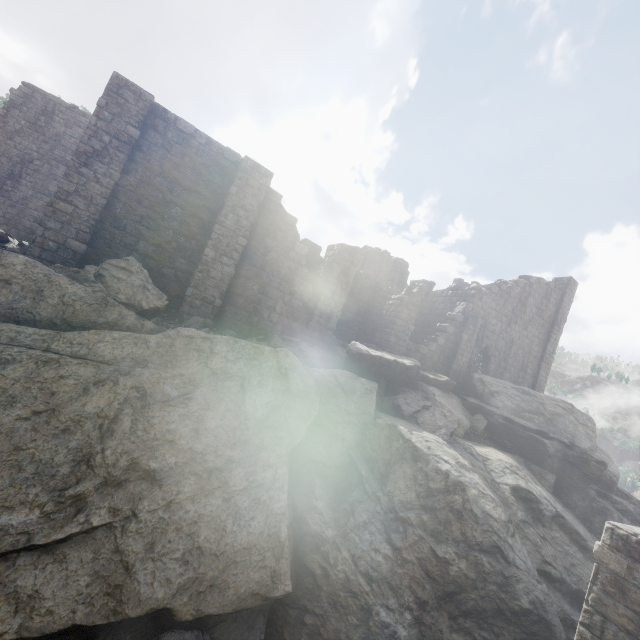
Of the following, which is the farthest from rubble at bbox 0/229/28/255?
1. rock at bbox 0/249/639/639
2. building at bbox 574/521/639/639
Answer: building at bbox 574/521/639/639

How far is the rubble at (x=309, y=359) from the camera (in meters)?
12.19

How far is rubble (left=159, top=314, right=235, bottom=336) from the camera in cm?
1098

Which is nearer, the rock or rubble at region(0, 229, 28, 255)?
the rock

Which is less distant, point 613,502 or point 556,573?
point 556,573

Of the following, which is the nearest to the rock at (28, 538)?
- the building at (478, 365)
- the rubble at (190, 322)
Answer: the rubble at (190, 322)

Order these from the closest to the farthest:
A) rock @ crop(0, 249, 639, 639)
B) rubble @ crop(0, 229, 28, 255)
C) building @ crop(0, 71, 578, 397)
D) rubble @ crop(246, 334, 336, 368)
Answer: rock @ crop(0, 249, 639, 639) < building @ crop(0, 71, 578, 397) < rubble @ crop(0, 229, 28, 255) < rubble @ crop(246, 334, 336, 368)

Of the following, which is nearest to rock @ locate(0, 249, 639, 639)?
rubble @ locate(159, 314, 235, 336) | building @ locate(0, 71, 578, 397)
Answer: rubble @ locate(159, 314, 235, 336)
